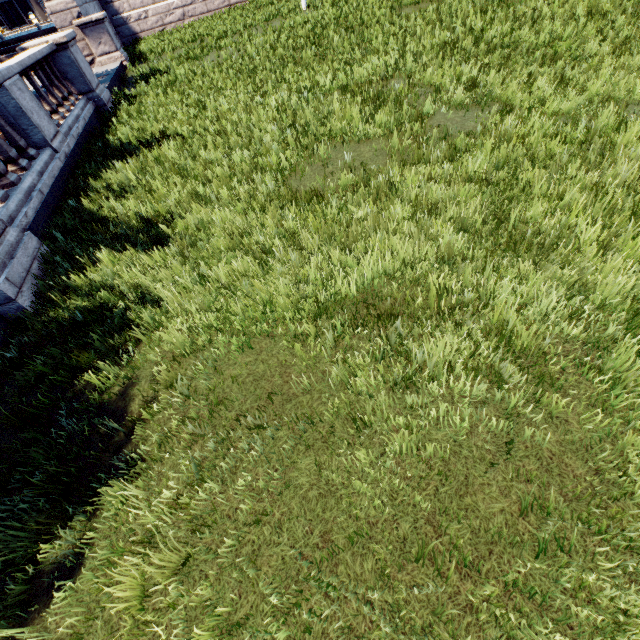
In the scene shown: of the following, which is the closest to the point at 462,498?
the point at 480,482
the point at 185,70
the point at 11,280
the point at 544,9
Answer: the point at 480,482
